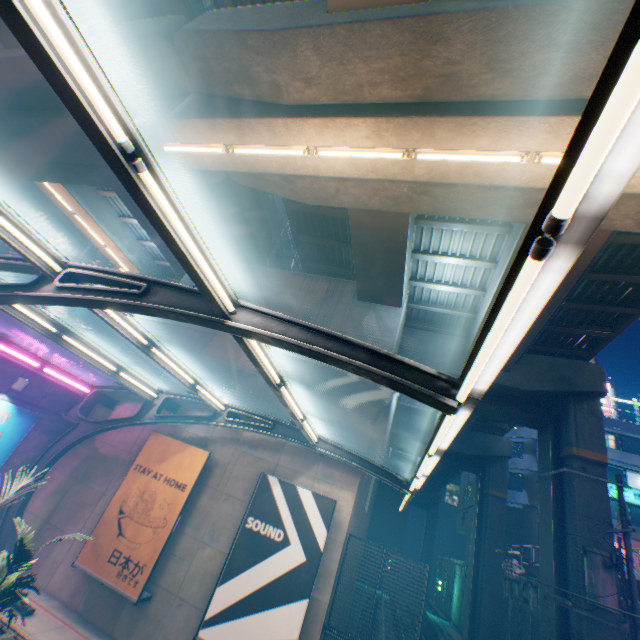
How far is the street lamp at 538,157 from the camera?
6.45m

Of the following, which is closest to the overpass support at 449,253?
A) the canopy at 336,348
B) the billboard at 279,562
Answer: the canopy at 336,348

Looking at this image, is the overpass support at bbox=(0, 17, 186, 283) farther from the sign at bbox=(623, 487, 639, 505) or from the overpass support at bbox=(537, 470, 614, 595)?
the sign at bbox=(623, 487, 639, 505)

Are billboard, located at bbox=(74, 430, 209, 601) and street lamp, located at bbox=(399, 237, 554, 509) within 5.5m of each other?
no

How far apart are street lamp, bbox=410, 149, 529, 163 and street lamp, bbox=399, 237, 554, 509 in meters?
5.8

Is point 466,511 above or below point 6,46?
below

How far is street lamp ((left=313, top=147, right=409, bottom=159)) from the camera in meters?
7.4 m

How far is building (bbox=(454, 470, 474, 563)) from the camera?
35.72m
